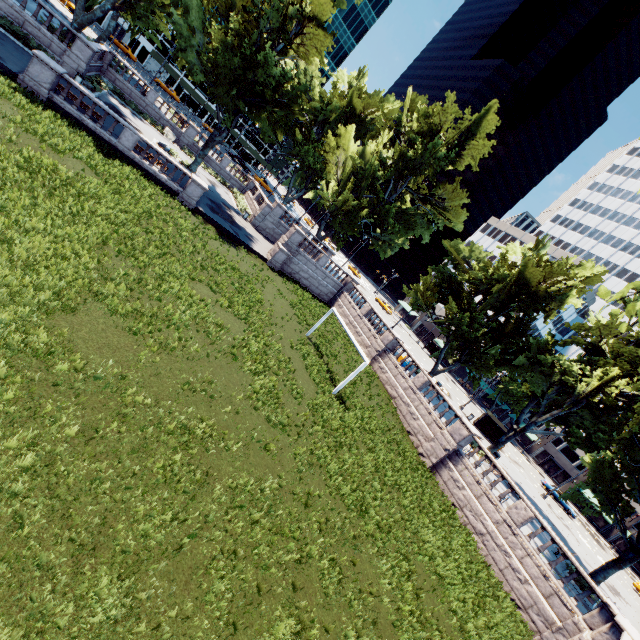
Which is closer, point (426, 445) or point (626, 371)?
point (426, 445)

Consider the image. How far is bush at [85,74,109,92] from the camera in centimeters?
2841cm

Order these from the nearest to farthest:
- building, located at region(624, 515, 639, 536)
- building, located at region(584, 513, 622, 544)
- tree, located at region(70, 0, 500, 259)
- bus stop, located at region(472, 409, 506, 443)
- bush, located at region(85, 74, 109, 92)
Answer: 1. tree, located at region(70, 0, 500, 259)
2. bush, located at region(85, 74, 109, 92)
3. bus stop, located at region(472, 409, 506, 443)
4. building, located at region(624, 515, 639, 536)
5. building, located at region(584, 513, 622, 544)

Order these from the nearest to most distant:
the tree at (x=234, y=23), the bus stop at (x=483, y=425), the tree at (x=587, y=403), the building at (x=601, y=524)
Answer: the tree at (x=587, y=403) < the tree at (x=234, y=23) < the bus stop at (x=483, y=425) < the building at (x=601, y=524)

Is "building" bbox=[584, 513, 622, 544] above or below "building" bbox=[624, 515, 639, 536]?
below

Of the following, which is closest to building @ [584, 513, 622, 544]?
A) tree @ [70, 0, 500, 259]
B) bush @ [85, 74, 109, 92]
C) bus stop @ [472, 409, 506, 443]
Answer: tree @ [70, 0, 500, 259]

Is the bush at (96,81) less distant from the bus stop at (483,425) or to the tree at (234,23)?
the tree at (234,23)

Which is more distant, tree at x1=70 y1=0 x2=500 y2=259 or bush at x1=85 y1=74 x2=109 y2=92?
bush at x1=85 y1=74 x2=109 y2=92
